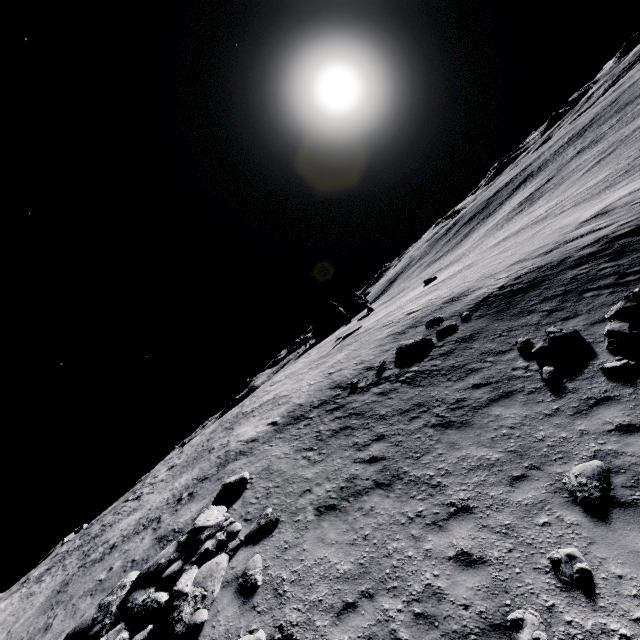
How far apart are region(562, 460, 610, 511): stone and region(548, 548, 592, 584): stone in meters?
0.9

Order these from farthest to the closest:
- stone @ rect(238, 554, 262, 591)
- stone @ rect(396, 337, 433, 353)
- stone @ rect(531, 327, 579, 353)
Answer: stone @ rect(396, 337, 433, 353) → stone @ rect(531, 327, 579, 353) → stone @ rect(238, 554, 262, 591)

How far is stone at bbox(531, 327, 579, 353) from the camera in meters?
9.8

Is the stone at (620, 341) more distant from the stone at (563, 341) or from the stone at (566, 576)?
the stone at (566, 576)

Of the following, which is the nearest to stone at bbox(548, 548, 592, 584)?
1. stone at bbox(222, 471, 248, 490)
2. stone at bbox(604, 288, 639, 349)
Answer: stone at bbox(604, 288, 639, 349)

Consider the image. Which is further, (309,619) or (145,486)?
(145,486)

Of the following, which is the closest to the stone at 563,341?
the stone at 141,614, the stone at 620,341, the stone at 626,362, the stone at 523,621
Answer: the stone at 620,341

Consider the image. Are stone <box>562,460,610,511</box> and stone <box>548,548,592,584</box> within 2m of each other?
yes
